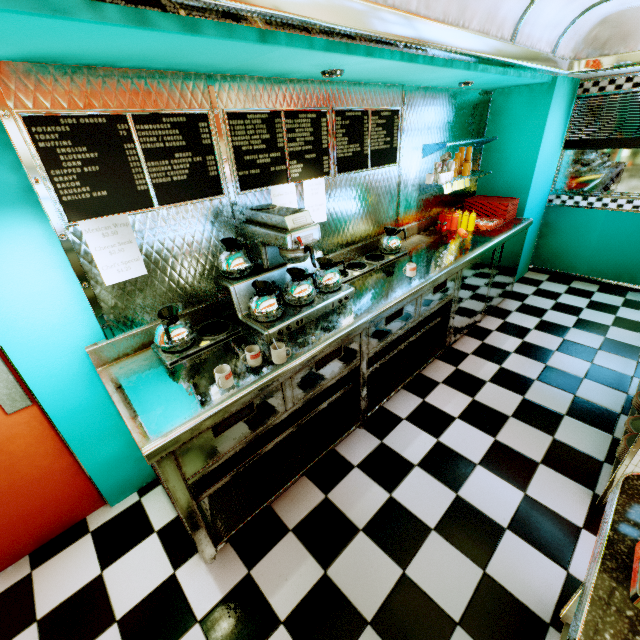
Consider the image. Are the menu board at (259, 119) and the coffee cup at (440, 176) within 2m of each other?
yes

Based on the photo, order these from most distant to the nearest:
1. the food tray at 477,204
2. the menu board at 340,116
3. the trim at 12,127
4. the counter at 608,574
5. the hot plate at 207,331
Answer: the food tray at 477,204 → the menu board at 340,116 → the hot plate at 207,331 → the trim at 12,127 → the counter at 608,574

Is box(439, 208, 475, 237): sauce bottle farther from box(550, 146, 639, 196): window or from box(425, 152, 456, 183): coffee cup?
box(550, 146, 639, 196): window

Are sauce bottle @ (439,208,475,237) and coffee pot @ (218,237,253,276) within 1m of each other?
no

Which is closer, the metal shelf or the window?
the metal shelf

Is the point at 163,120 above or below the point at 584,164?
above

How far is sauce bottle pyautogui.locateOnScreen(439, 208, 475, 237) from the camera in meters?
3.8

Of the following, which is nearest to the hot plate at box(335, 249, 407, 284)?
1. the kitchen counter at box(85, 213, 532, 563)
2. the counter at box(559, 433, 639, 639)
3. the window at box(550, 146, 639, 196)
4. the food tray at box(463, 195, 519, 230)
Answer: the kitchen counter at box(85, 213, 532, 563)
